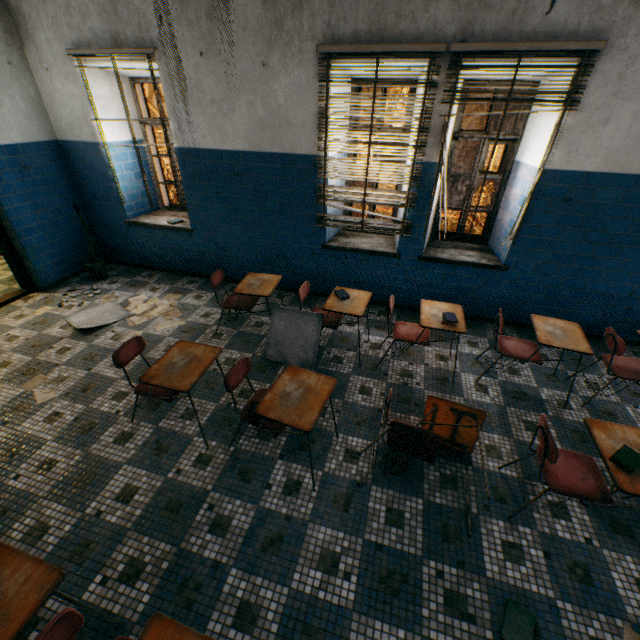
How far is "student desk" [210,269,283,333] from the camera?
3.7 meters

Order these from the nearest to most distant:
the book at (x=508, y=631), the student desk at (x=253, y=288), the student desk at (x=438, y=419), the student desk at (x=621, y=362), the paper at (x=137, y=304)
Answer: the book at (x=508, y=631)
the student desk at (x=438, y=419)
the student desk at (x=621, y=362)
the student desk at (x=253, y=288)
the paper at (x=137, y=304)

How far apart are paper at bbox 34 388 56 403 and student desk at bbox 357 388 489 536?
3.2 meters

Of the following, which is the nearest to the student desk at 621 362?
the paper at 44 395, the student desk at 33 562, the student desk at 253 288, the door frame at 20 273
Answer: the student desk at 253 288

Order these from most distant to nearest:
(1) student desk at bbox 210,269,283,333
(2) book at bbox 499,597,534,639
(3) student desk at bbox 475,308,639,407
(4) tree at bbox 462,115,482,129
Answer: (4) tree at bbox 462,115,482,129 < (1) student desk at bbox 210,269,283,333 < (3) student desk at bbox 475,308,639,407 < (2) book at bbox 499,597,534,639

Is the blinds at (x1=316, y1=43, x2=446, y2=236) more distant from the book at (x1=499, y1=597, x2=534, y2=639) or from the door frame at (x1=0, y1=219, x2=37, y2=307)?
the door frame at (x1=0, y1=219, x2=37, y2=307)

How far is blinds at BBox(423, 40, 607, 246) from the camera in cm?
292

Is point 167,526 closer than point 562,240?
Yes
